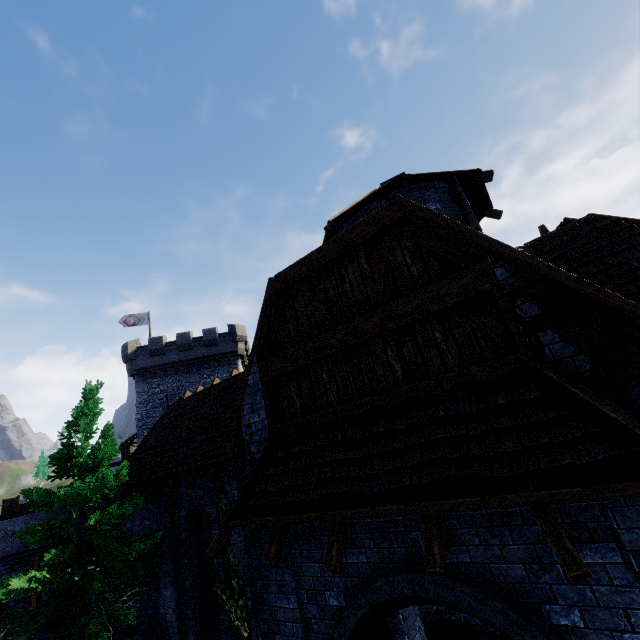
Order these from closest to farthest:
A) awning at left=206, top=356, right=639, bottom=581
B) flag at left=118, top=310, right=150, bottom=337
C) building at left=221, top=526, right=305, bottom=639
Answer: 1. awning at left=206, top=356, right=639, bottom=581
2. building at left=221, top=526, right=305, bottom=639
3. flag at left=118, top=310, right=150, bottom=337

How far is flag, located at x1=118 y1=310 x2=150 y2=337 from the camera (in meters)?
33.41

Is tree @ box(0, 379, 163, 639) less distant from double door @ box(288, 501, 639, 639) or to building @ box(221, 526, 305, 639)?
building @ box(221, 526, 305, 639)

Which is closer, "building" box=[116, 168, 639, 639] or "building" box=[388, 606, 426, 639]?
"building" box=[116, 168, 639, 639]

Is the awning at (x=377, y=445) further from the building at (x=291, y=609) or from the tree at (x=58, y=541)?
the tree at (x=58, y=541)

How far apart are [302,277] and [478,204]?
7.9 meters

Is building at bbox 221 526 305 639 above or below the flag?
below

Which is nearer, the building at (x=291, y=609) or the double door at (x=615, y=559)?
the double door at (x=615, y=559)
